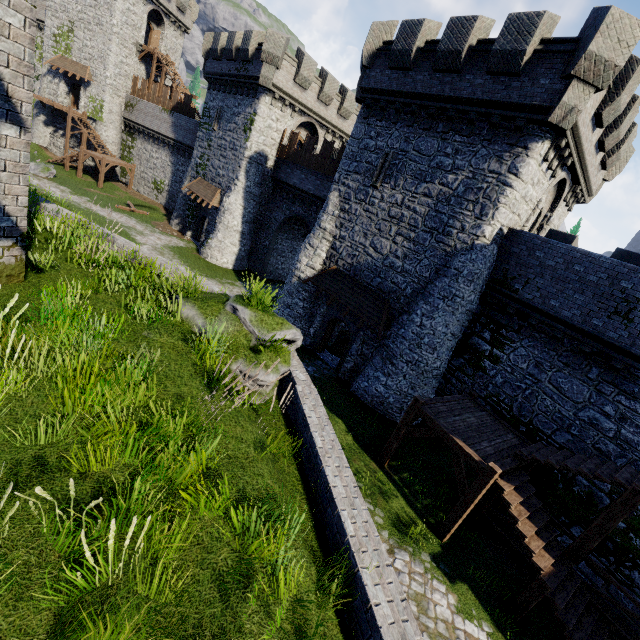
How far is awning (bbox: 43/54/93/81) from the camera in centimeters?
3588cm

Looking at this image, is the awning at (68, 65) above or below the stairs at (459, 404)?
above

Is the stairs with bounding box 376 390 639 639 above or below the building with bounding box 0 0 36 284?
below

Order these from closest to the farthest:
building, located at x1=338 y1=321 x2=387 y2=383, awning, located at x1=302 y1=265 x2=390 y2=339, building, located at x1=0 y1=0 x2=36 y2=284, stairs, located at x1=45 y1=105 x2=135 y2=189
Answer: building, located at x1=0 y1=0 x2=36 y2=284
awning, located at x1=302 y1=265 x2=390 y2=339
building, located at x1=338 y1=321 x2=387 y2=383
stairs, located at x1=45 y1=105 x2=135 y2=189

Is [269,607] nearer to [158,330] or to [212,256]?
[158,330]

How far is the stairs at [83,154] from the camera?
34.5m

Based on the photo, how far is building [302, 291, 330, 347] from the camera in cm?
Result: 1938

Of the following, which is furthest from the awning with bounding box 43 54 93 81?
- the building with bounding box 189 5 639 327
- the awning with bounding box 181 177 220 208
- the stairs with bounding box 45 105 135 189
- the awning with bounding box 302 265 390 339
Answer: the awning with bounding box 302 265 390 339
